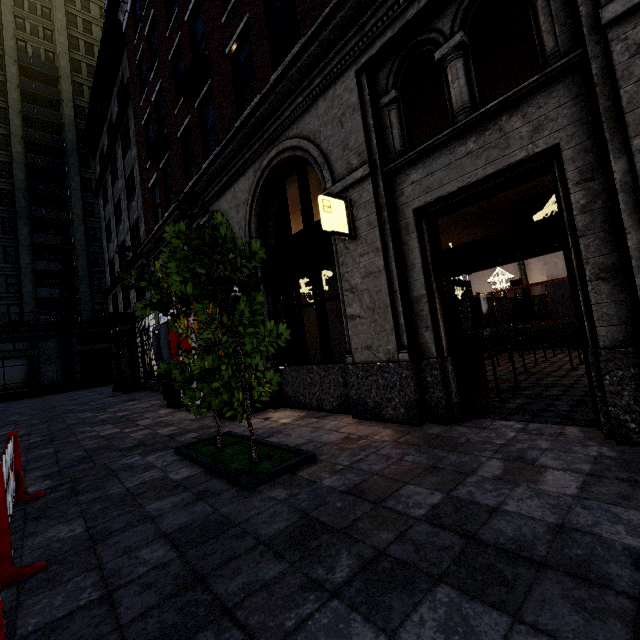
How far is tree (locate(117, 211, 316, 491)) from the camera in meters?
3.7 m

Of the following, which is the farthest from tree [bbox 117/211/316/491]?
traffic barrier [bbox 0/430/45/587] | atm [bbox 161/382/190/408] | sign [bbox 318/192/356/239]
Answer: atm [bbox 161/382/190/408]

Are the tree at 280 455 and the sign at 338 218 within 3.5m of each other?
yes

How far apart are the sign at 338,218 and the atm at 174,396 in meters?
7.4

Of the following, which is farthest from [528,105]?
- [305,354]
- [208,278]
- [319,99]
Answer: [305,354]

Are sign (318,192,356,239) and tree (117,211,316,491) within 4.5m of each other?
yes

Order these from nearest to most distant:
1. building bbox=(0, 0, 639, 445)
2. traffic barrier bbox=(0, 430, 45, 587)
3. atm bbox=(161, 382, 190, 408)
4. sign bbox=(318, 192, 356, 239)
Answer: traffic barrier bbox=(0, 430, 45, 587) → building bbox=(0, 0, 639, 445) → sign bbox=(318, 192, 356, 239) → atm bbox=(161, 382, 190, 408)

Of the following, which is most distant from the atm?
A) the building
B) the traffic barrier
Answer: the traffic barrier
